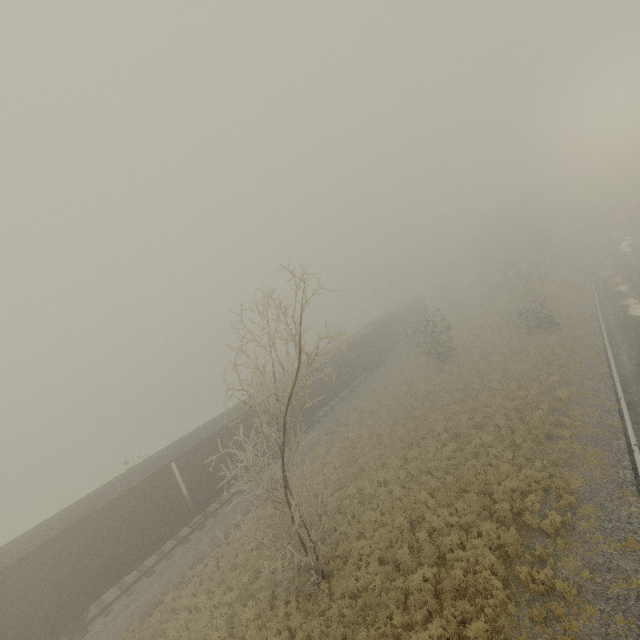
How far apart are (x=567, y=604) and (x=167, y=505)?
17.72m

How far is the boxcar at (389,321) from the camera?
28.34m

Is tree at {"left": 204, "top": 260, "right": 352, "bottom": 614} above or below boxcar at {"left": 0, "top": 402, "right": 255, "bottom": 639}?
above

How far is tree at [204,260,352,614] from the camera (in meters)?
7.50

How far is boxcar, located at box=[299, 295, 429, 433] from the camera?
28.34m

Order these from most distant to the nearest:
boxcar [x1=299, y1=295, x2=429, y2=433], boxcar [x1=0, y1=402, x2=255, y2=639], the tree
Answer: boxcar [x1=299, y1=295, x2=429, y2=433]
boxcar [x1=0, y1=402, x2=255, y2=639]
the tree

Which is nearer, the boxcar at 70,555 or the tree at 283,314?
the tree at 283,314

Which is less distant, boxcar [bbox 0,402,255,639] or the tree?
the tree
